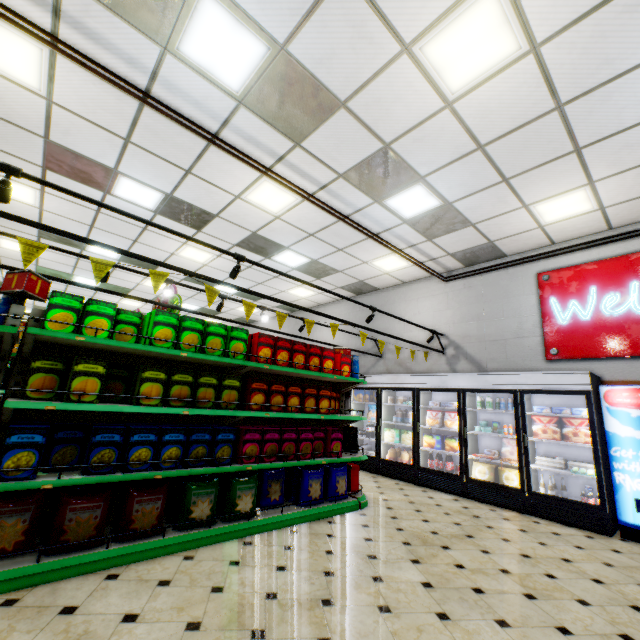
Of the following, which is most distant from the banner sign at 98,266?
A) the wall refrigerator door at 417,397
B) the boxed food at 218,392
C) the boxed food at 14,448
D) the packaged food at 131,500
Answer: the wall refrigerator door at 417,397

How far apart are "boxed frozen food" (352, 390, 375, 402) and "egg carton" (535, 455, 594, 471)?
4.0m

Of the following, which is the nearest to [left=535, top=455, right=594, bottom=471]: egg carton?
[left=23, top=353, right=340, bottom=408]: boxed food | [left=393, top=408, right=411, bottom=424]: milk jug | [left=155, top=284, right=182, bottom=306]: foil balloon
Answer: [left=393, top=408, right=411, bottom=424]: milk jug

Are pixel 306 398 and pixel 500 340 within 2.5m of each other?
no

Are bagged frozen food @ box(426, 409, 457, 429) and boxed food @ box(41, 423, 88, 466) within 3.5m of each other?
no

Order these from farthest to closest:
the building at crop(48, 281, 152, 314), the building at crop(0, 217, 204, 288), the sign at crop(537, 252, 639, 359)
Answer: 1. the building at crop(48, 281, 152, 314)
2. the building at crop(0, 217, 204, 288)
3. the sign at crop(537, 252, 639, 359)

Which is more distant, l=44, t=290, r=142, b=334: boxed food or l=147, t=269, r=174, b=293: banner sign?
l=147, t=269, r=174, b=293: banner sign

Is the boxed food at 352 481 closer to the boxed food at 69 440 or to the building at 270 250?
the building at 270 250
